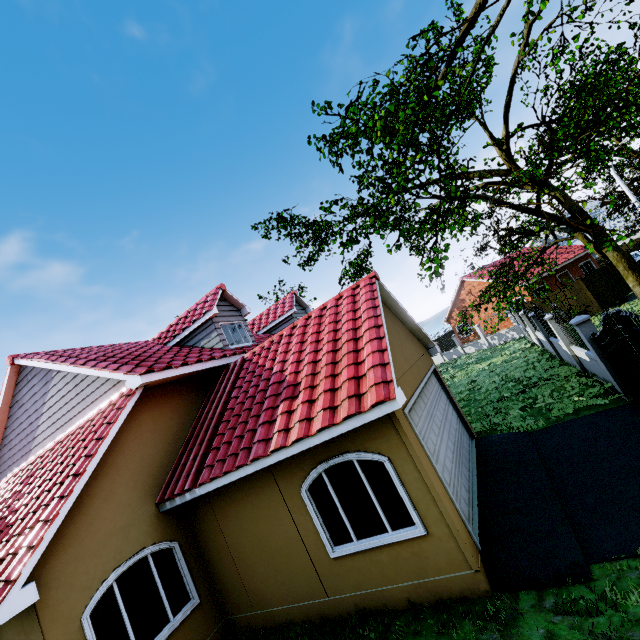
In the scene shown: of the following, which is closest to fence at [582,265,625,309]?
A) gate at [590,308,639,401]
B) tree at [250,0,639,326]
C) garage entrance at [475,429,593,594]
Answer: gate at [590,308,639,401]

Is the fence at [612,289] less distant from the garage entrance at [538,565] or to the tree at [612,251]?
the tree at [612,251]

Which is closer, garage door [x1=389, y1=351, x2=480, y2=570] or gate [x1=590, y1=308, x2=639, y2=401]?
garage door [x1=389, y1=351, x2=480, y2=570]

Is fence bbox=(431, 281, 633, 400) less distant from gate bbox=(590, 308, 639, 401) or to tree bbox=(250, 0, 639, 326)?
gate bbox=(590, 308, 639, 401)

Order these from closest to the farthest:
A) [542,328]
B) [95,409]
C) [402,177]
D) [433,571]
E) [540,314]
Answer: [433,571]
[402,177]
[95,409]
[542,328]
[540,314]

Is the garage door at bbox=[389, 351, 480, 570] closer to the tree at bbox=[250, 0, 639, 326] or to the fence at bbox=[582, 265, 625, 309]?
the tree at bbox=[250, 0, 639, 326]

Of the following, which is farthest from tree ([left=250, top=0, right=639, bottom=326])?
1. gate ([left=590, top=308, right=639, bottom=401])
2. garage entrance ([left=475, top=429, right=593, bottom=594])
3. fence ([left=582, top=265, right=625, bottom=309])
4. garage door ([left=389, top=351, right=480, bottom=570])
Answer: garage entrance ([left=475, top=429, right=593, bottom=594])

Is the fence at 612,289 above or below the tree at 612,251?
below
